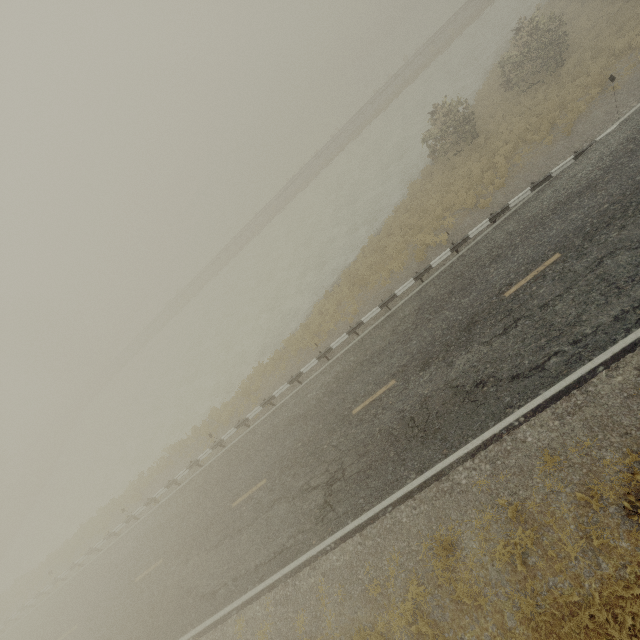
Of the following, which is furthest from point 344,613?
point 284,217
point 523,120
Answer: point 284,217
